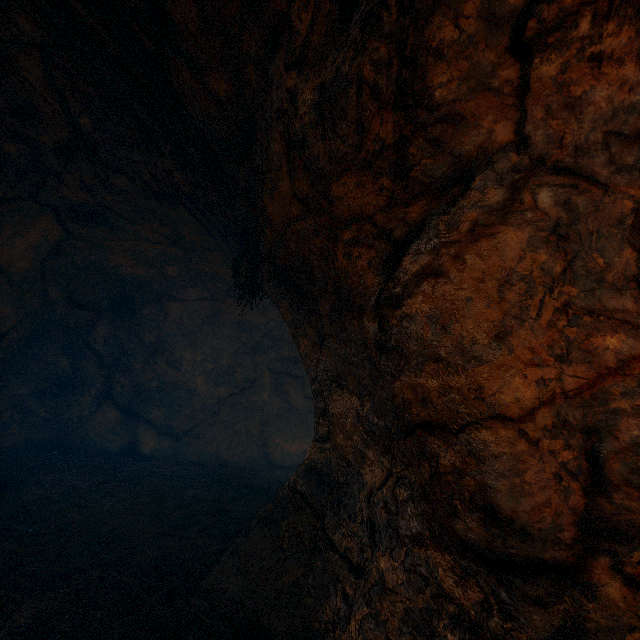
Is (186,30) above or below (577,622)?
above
